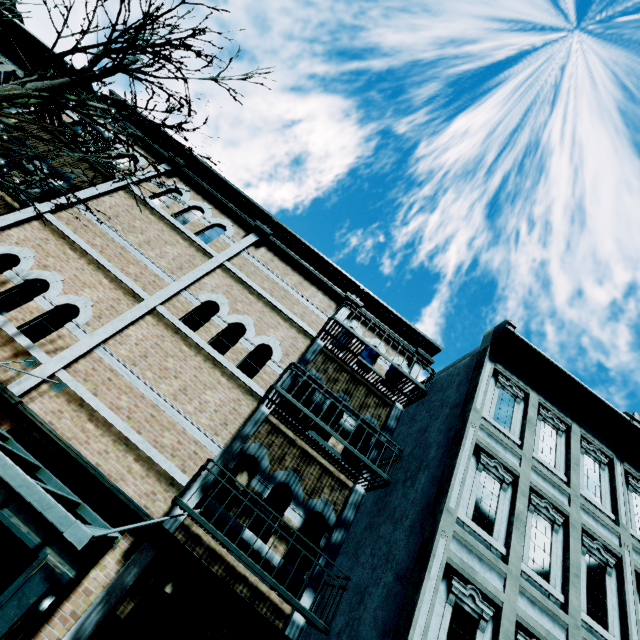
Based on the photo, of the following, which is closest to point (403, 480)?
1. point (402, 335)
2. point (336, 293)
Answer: point (402, 335)

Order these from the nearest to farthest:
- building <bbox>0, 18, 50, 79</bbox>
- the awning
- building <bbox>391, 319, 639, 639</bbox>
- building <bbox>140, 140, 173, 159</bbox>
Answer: the awning
building <bbox>391, 319, 639, 639</bbox>
building <bbox>0, 18, 50, 79</bbox>
building <bbox>140, 140, 173, 159</bbox>

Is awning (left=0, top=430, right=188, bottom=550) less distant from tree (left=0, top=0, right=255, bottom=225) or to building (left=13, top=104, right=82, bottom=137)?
building (left=13, top=104, right=82, bottom=137)

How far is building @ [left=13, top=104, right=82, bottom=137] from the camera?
9.8 meters

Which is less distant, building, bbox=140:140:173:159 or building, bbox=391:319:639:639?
building, bbox=391:319:639:639

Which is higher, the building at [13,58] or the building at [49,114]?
the building at [13,58]

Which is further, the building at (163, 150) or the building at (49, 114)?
the building at (163, 150)
